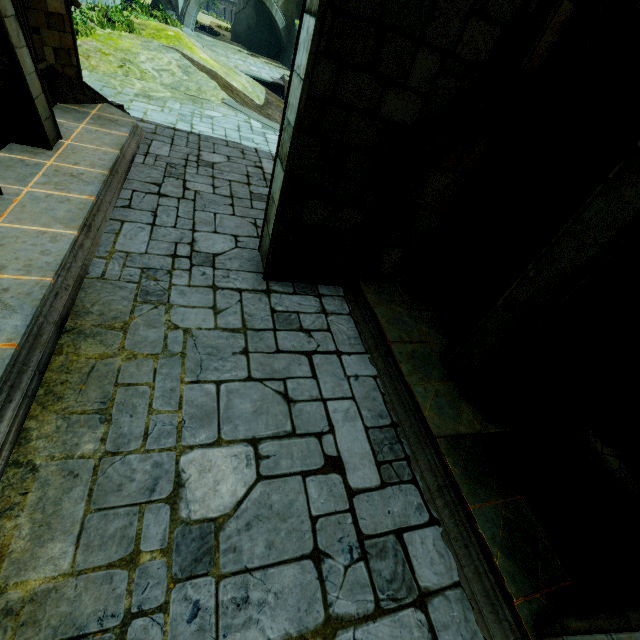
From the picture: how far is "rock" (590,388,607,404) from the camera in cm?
670

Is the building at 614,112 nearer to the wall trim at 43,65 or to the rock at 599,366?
the rock at 599,366

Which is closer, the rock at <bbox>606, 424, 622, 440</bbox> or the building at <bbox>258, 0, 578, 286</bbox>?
the building at <bbox>258, 0, 578, 286</bbox>

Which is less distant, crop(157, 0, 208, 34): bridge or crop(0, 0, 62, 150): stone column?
crop(0, 0, 62, 150): stone column

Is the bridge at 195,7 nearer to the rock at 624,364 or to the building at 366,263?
the building at 366,263

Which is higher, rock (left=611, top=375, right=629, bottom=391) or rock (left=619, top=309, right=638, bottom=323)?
rock (left=619, top=309, right=638, bottom=323)

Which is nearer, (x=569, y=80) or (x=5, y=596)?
(x=5, y=596)
